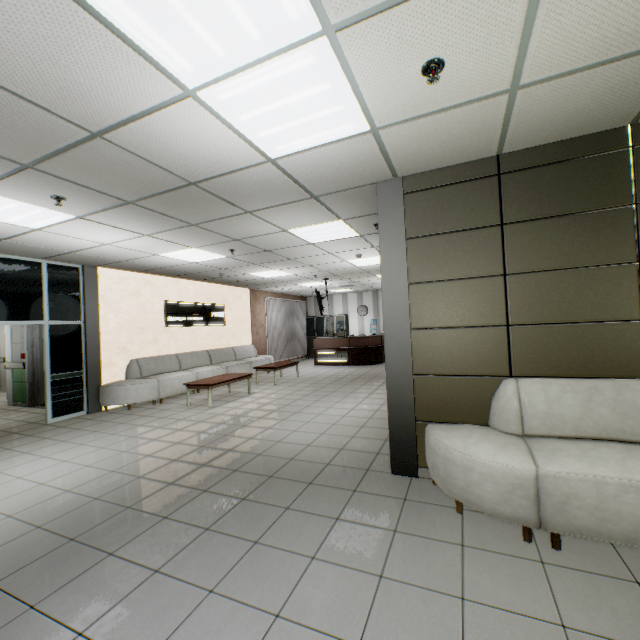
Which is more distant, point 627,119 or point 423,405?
point 423,405

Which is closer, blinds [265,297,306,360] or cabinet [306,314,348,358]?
blinds [265,297,306,360]

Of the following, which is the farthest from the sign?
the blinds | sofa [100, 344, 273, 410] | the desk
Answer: the desk

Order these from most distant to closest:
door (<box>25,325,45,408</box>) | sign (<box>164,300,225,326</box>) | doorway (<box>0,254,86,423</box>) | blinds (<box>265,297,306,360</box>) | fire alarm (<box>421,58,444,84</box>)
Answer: blinds (<box>265,297,306,360</box>) < sign (<box>164,300,225,326</box>) < door (<box>25,325,45,408</box>) < doorway (<box>0,254,86,423</box>) < fire alarm (<box>421,58,444,84</box>)

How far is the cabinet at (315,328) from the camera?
15.98m

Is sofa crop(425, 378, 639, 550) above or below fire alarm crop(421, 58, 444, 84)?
below

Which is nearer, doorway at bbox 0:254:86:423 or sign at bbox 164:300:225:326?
doorway at bbox 0:254:86:423

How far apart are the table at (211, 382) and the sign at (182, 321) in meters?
2.1
